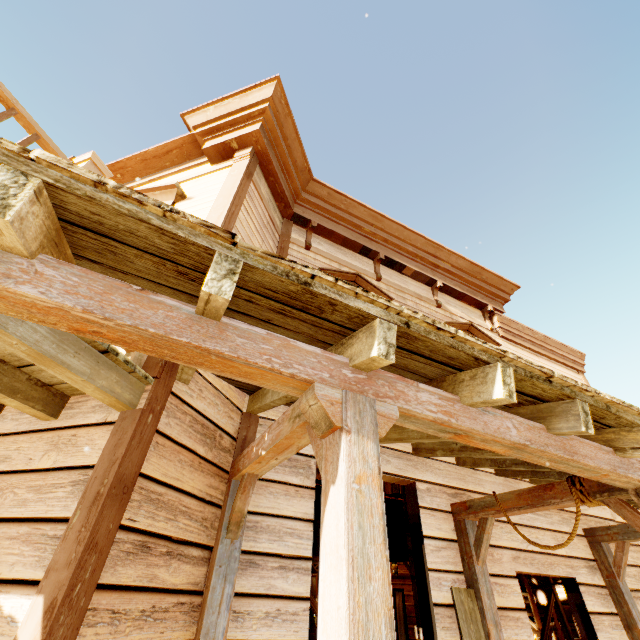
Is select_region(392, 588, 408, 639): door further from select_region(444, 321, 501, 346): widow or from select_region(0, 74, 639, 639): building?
select_region(444, 321, 501, 346): widow

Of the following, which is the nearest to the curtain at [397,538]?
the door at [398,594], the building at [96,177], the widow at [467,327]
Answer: the building at [96,177]

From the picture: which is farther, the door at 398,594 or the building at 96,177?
the door at 398,594

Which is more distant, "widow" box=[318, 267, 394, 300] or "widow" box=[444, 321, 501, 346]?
"widow" box=[444, 321, 501, 346]

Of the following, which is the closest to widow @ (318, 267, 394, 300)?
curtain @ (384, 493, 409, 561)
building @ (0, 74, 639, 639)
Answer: building @ (0, 74, 639, 639)

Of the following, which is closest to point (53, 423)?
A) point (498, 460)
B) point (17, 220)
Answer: point (17, 220)

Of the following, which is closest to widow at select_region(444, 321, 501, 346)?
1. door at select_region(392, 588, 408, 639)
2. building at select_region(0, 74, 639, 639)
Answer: building at select_region(0, 74, 639, 639)

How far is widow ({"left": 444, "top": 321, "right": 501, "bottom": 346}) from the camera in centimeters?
587cm
